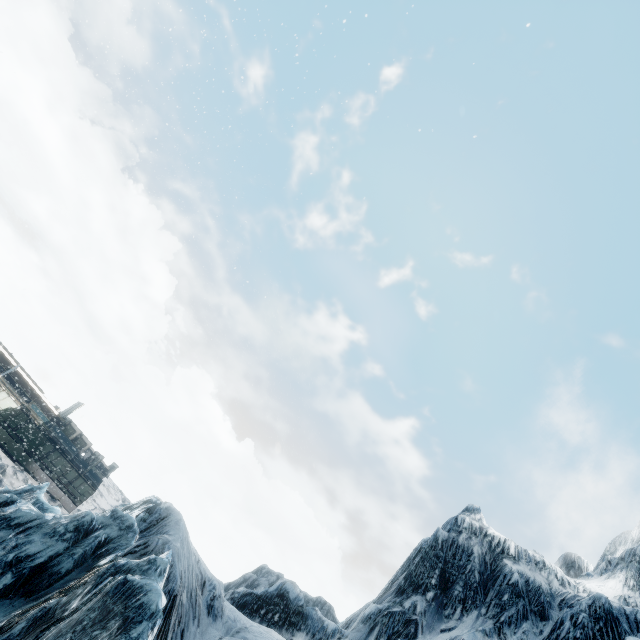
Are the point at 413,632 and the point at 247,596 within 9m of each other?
yes
